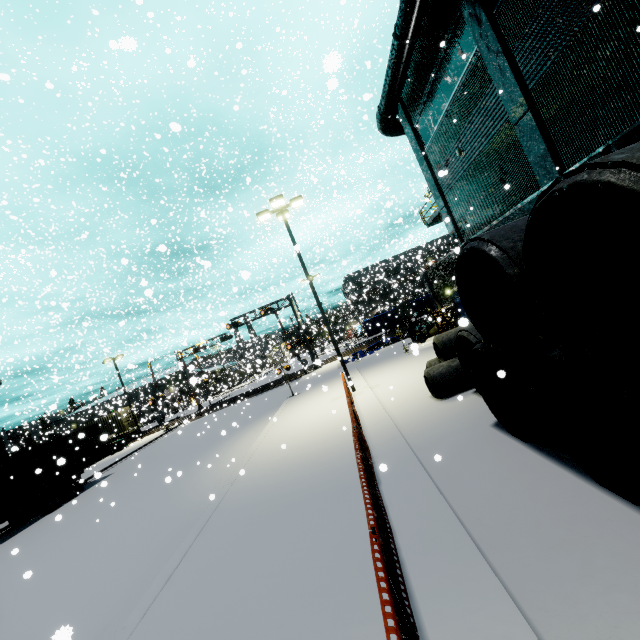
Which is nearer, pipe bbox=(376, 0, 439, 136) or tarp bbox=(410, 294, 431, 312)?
pipe bbox=(376, 0, 439, 136)

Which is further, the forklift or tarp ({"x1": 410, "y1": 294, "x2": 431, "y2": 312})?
tarp ({"x1": 410, "y1": 294, "x2": 431, "y2": 312})

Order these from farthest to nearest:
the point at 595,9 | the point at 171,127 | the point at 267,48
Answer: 1. the point at 267,48
2. the point at 595,9
3. the point at 171,127

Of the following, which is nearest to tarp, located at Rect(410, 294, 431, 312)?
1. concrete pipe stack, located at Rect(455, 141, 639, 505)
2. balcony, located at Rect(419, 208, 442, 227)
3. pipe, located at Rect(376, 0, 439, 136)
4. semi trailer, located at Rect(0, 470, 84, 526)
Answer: pipe, located at Rect(376, 0, 439, 136)

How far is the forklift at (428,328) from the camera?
23.7 meters

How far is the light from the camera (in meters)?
15.02

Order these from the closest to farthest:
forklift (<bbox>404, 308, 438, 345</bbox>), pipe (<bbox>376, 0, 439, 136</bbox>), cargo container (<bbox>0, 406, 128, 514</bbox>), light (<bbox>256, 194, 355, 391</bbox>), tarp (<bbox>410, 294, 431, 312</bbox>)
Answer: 1. pipe (<bbox>376, 0, 439, 136</bbox>)
2. light (<bbox>256, 194, 355, 391</bbox>)
3. cargo container (<bbox>0, 406, 128, 514</bbox>)
4. forklift (<bbox>404, 308, 438, 345</bbox>)
5. tarp (<bbox>410, 294, 431, 312</bbox>)

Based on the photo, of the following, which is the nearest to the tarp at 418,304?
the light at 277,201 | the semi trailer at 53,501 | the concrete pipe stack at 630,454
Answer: the concrete pipe stack at 630,454
